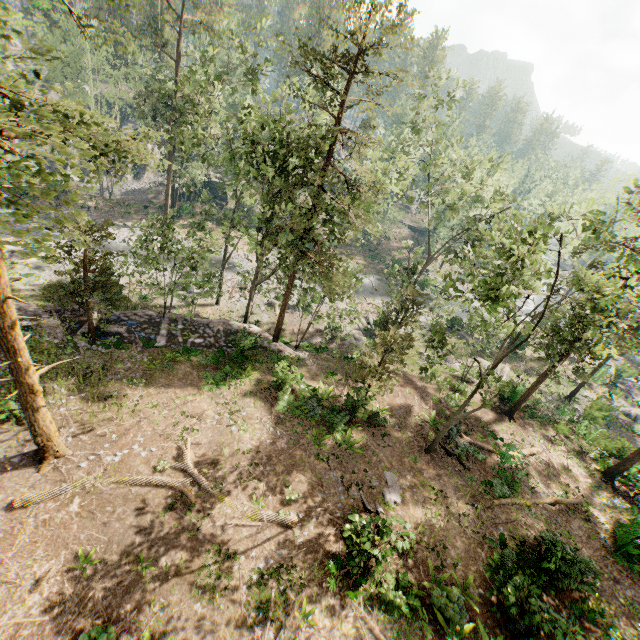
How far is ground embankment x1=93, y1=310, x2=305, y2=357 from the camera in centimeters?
2131cm

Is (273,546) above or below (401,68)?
below

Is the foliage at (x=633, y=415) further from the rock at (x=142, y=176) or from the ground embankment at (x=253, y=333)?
the rock at (x=142, y=176)

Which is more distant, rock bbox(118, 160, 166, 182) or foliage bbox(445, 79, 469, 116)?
rock bbox(118, 160, 166, 182)

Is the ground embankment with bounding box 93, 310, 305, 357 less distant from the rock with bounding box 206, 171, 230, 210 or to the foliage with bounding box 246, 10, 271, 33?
the foliage with bounding box 246, 10, 271, 33

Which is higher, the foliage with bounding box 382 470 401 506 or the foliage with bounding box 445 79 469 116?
the foliage with bounding box 445 79 469 116

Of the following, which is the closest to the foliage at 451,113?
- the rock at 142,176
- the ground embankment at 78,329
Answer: the ground embankment at 78,329
